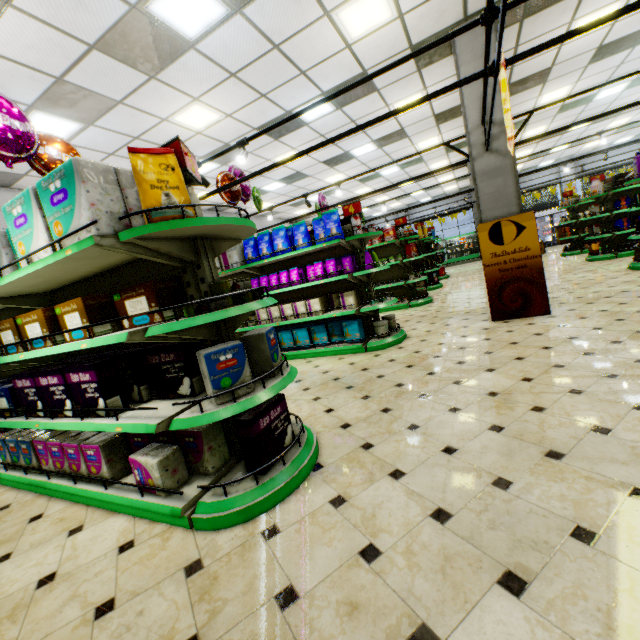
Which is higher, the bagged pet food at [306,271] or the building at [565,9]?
the building at [565,9]

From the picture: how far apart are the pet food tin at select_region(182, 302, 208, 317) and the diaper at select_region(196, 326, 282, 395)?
0.3m

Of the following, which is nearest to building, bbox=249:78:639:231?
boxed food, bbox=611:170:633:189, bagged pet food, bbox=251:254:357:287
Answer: bagged pet food, bbox=251:254:357:287

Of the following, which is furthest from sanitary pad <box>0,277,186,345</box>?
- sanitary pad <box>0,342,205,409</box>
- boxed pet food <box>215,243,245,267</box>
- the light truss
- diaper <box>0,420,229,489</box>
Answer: boxed pet food <box>215,243,245,267</box>

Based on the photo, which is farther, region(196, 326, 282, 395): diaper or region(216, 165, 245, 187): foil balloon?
region(216, 165, 245, 187): foil balloon

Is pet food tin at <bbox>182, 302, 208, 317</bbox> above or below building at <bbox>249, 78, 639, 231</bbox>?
below

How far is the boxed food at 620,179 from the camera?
9.0 meters

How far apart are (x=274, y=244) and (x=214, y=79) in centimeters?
287cm
